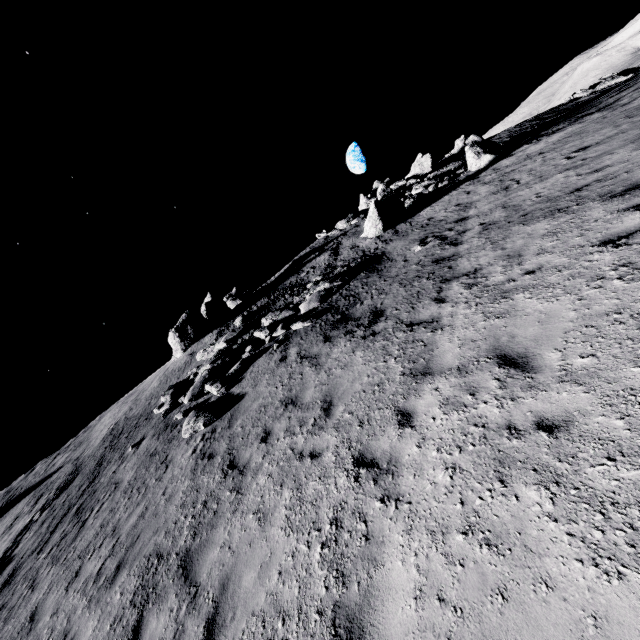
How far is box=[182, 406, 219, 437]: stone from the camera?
10.9 meters

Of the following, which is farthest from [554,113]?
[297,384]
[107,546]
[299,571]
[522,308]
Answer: [107,546]

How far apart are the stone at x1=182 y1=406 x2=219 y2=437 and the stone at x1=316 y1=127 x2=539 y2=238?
24.43m

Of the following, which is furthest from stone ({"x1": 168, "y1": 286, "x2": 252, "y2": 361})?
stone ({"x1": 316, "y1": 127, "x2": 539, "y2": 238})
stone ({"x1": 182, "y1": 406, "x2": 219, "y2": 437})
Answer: stone ({"x1": 316, "y1": 127, "x2": 539, "y2": 238})

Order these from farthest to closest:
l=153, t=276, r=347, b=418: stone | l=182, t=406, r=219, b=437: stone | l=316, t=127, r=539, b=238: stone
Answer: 1. l=316, t=127, r=539, b=238: stone
2. l=153, t=276, r=347, b=418: stone
3. l=182, t=406, r=219, b=437: stone

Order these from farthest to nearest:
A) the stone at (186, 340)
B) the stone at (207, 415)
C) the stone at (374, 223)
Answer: the stone at (186, 340), the stone at (374, 223), the stone at (207, 415)

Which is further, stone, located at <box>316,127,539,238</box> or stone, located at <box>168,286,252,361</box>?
stone, located at <box>168,286,252,361</box>

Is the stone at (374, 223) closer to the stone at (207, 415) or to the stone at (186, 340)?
the stone at (186, 340)
